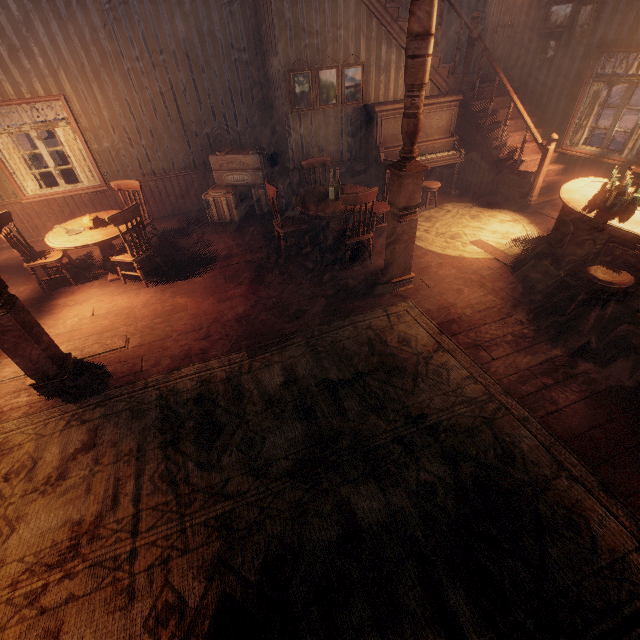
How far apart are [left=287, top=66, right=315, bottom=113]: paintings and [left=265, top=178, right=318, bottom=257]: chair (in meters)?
1.95

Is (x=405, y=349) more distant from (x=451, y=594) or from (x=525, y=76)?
(x=525, y=76)

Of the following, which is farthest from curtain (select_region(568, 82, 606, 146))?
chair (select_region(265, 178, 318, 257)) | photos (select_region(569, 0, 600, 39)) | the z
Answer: chair (select_region(265, 178, 318, 257))

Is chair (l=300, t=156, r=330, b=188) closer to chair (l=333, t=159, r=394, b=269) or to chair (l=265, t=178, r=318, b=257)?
chair (l=265, t=178, r=318, b=257)

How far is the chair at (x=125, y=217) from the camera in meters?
4.6

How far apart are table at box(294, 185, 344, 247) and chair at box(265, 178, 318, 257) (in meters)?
0.19

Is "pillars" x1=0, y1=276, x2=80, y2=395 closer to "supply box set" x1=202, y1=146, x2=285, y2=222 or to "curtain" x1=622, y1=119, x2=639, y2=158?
"curtain" x1=622, y1=119, x2=639, y2=158

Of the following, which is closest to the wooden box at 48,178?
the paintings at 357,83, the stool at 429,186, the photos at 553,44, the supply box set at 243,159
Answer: the supply box set at 243,159
